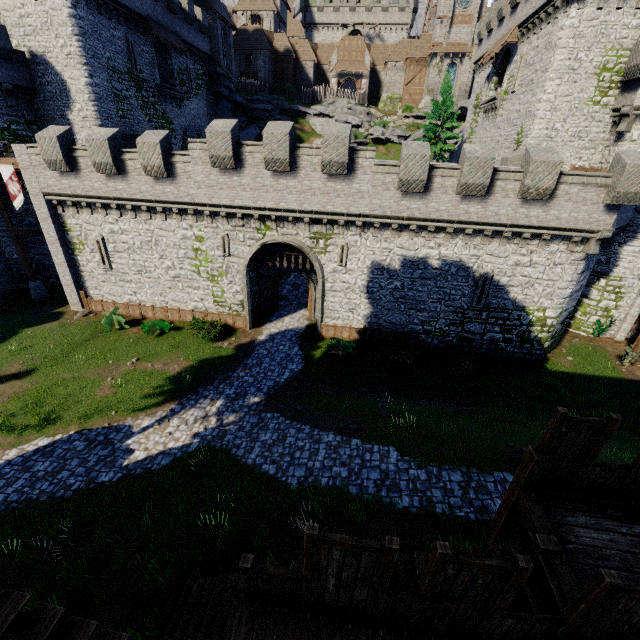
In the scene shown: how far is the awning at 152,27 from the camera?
26.4m

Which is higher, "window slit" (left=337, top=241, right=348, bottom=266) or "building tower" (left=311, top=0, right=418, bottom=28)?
"building tower" (left=311, top=0, right=418, bottom=28)

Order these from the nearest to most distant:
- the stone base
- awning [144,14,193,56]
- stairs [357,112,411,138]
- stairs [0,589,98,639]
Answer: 1. stairs [0,589,98,639]
2. the stone base
3. awning [144,14,193,56]
4. stairs [357,112,411,138]

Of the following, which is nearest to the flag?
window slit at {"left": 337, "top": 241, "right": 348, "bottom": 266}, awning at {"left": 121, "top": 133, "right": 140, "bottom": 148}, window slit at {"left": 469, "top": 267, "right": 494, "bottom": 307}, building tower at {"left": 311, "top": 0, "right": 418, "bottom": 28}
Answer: awning at {"left": 121, "top": 133, "right": 140, "bottom": 148}

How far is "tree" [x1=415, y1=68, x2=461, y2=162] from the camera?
32.44m

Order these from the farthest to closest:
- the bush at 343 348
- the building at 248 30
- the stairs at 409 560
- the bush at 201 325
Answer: the building at 248 30
the bush at 201 325
the bush at 343 348
the stairs at 409 560

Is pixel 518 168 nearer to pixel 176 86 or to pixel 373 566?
pixel 373 566

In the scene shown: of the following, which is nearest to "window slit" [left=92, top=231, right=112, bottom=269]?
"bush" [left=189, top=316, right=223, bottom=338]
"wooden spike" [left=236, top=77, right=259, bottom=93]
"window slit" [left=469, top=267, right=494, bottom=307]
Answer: "bush" [left=189, top=316, right=223, bottom=338]
